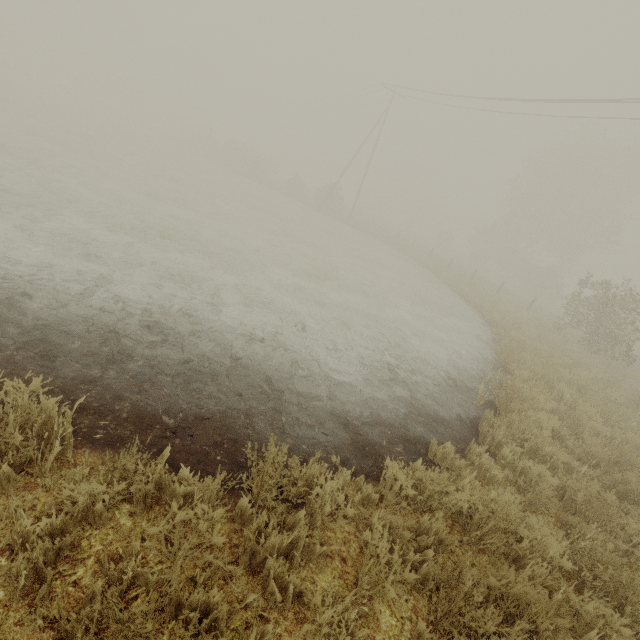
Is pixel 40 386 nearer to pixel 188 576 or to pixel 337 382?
pixel 188 576
